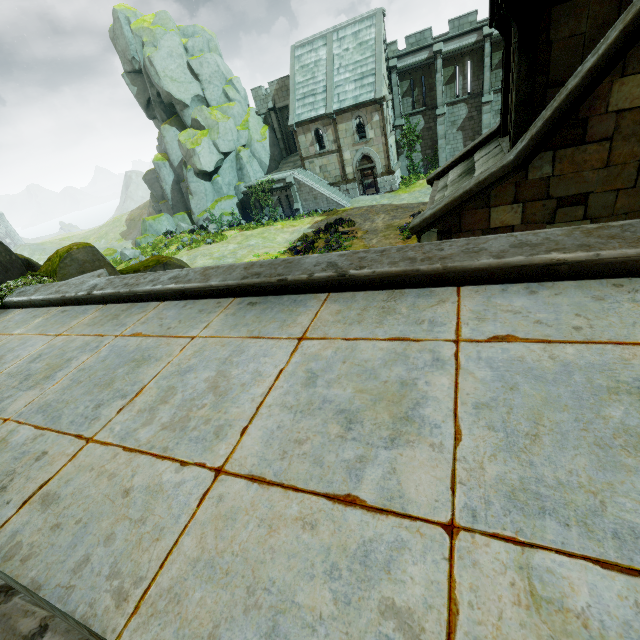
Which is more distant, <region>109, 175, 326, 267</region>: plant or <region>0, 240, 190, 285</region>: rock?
<region>109, 175, 326, 267</region>: plant

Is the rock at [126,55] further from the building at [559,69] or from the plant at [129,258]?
the building at [559,69]

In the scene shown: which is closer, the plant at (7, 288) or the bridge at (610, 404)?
the bridge at (610, 404)

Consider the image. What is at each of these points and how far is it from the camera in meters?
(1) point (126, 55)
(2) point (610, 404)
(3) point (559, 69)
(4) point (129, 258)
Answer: (1) rock, 35.0 m
(2) bridge, 1.7 m
(3) building, 5.5 m
(4) plant, 28.5 m

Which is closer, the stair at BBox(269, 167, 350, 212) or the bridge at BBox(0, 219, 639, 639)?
the bridge at BBox(0, 219, 639, 639)

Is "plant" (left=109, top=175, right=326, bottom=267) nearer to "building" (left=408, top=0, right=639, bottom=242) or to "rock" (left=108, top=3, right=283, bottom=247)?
"rock" (left=108, top=3, right=283, bottom=247)

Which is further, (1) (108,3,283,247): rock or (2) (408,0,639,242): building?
(1) (108,3,283,247): rock

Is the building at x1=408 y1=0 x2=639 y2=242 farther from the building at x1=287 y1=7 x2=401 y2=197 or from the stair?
the stair
